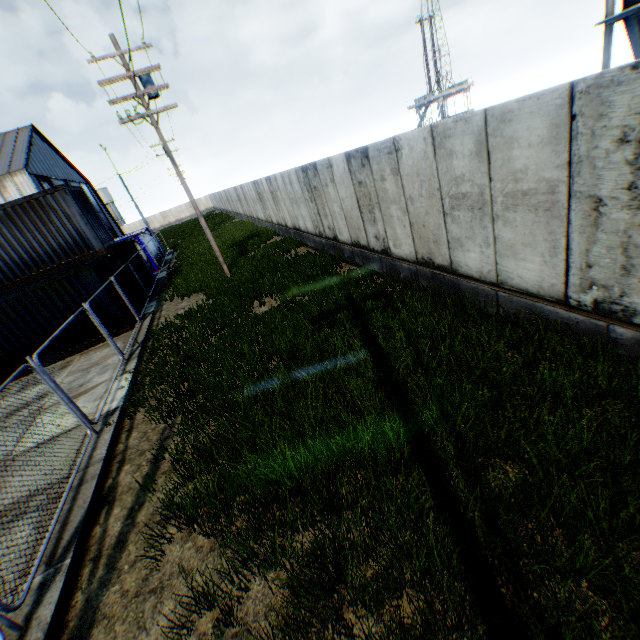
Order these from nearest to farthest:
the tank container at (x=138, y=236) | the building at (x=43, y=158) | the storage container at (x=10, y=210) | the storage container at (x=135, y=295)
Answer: the storage container at (x=10, y=210), the storage container at (x=135, y=295), the tank container at (x=138, y=236), the building at (x=43, y=158)

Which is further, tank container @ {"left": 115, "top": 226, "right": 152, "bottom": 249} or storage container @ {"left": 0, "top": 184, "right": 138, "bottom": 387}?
tank container @ {"left": 115, "top": 226, "right": 152, "bottom": 249}

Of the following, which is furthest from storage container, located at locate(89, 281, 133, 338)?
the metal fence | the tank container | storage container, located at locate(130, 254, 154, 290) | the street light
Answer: the tank container

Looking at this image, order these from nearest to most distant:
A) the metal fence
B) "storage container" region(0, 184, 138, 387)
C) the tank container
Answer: the metal fence
"storage container" region(0, 184, 138, 387)
the tank container

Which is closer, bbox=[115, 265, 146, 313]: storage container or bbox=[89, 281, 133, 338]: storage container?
bbox=[89, 281, 133, 338]: storage container

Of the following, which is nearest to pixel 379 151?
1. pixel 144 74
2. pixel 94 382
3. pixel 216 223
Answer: pixel 94 382

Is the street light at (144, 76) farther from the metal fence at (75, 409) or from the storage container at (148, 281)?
the storage container at (148, 281)

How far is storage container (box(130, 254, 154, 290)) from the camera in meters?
18.6
